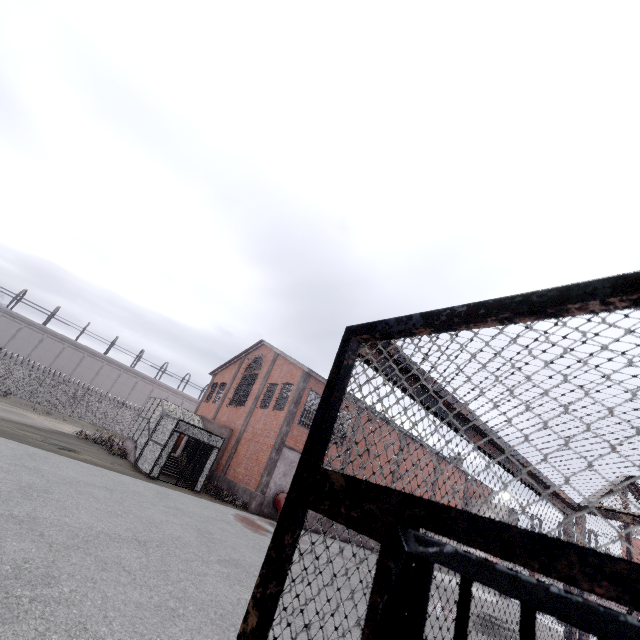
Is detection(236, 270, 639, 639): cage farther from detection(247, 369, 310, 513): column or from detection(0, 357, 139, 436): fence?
detection(247, 369, 310, 513): column

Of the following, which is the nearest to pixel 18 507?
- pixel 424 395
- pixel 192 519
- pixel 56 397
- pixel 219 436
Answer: pixel 192 519

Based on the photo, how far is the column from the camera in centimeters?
1862cm

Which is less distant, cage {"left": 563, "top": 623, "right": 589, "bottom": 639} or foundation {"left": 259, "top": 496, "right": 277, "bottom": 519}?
cage {"left": 563, "top": 623, "right": 589, "bottom": 639}

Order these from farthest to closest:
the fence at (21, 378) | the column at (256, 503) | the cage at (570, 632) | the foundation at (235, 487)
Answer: the fence at (21, 378) → the foundation at (235, 487) → the column at (256, 503) → the cage at (570, 632)

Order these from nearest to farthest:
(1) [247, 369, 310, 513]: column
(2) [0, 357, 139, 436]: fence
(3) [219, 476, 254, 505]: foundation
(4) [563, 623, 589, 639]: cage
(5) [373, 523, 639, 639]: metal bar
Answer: (5) [373, 523, 639, 639]: metal bar → (4) [563, 623, 589, 639]: cage → (1) [247, 369, 310, 513]: column → (3) [219, 476, 254, 505]: foundation → (2) [0, 357, 139, 436]: fence

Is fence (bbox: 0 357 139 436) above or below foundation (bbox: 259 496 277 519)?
above

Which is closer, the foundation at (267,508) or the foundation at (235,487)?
the foundation at (267,508)
